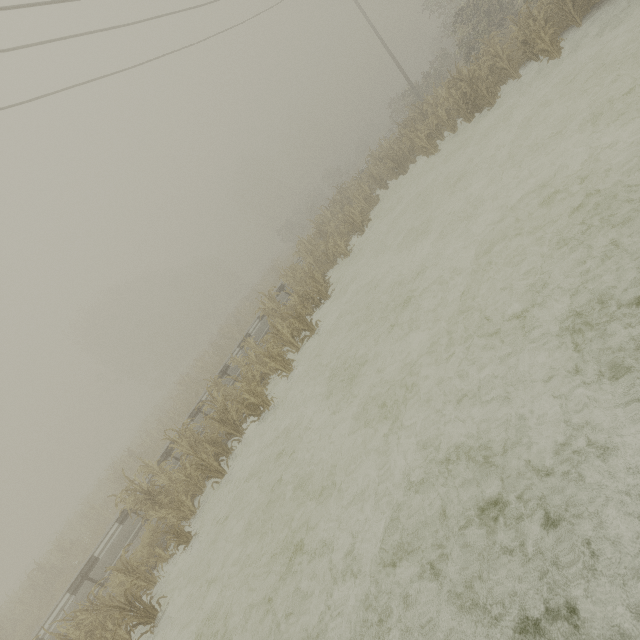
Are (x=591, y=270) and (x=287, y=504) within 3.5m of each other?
no
